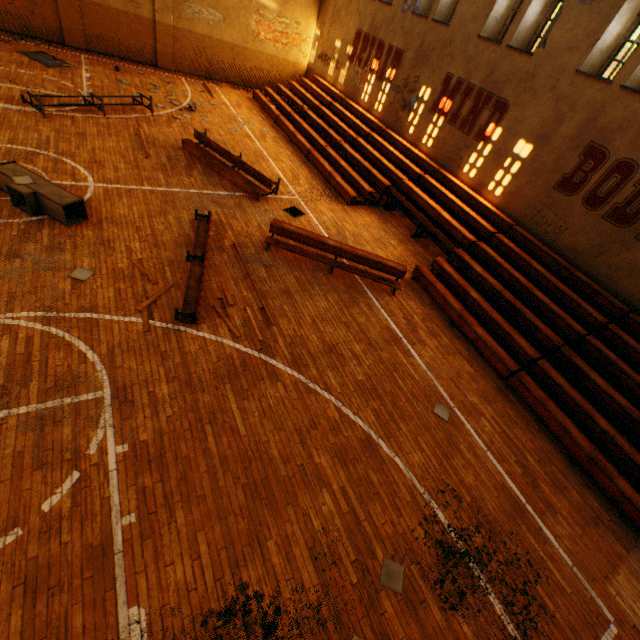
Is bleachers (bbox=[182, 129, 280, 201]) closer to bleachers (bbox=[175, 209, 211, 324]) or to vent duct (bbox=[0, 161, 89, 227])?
bleachers (bbox=[175, 209, 211, 324])

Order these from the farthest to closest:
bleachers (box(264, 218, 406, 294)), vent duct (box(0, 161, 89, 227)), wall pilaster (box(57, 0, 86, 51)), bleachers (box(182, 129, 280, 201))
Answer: wall pilaster (box(57, 0, 86, 51))
bleachers (box(182, 129, 280, 201))
bleachers (box(264, 218, 406, 294))
vent duct (box(0, 161, 89, 227))

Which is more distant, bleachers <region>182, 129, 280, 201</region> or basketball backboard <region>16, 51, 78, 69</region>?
basketball backboard <region>16, 51, 78, 69</region>

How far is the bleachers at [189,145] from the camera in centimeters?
1062cm

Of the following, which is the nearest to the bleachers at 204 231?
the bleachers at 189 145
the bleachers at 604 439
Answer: the bleachers at 189 145

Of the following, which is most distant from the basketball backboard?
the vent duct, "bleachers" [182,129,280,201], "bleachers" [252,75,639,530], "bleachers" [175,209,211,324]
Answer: "bleachers" [175,209,211,324]

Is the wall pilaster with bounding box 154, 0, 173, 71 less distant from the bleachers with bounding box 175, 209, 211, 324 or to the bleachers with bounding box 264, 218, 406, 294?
the bleachers with bounding box 175, 209, 211, 324

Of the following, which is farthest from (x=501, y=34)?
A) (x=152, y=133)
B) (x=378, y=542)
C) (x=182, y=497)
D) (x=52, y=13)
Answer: (x=52, y=13)
